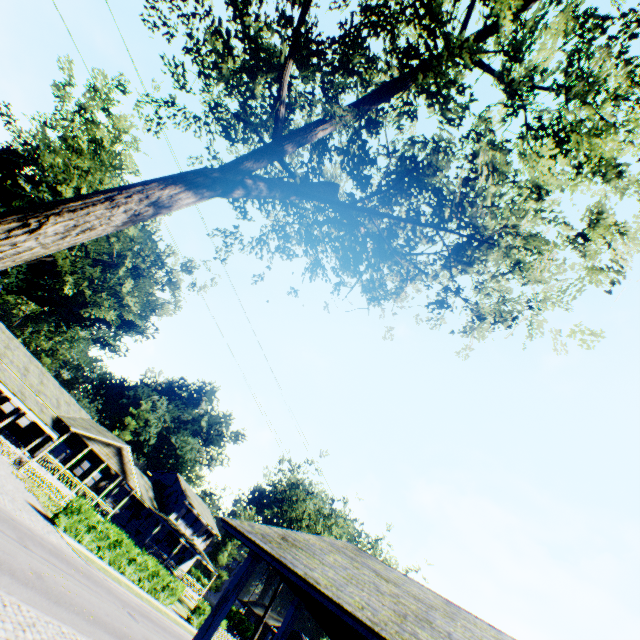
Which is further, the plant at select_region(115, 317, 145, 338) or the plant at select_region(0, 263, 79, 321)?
the plant at select_region(115, 317, 145, 338)

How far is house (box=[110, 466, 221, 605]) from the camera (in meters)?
41.56

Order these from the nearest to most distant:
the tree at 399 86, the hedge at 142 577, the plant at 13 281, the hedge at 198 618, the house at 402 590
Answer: the tree at 399 86 → the house at 402 590 → the hedge at 142 577 → the hedge at 198 618 → the plant at 13 281

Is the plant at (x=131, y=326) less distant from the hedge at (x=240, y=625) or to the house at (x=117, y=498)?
the house at (x=117, y=498)

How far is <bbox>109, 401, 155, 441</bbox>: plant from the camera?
55.1m

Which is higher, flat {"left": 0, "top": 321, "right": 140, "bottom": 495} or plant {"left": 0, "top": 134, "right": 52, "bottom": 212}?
plant {"left": 0, "top": 134, "right": 52, "bottom": 212}

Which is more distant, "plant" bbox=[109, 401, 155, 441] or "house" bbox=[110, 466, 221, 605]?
"plant" bbox=[109, 401, 155, 441]

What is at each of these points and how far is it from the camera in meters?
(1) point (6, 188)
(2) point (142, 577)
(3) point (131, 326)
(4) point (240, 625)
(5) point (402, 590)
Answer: (1) plant, 43.7
(2) hedge, 25.8
(3) plant, 57.6
(4) hedge, 56.1
(5) house, 7.3
